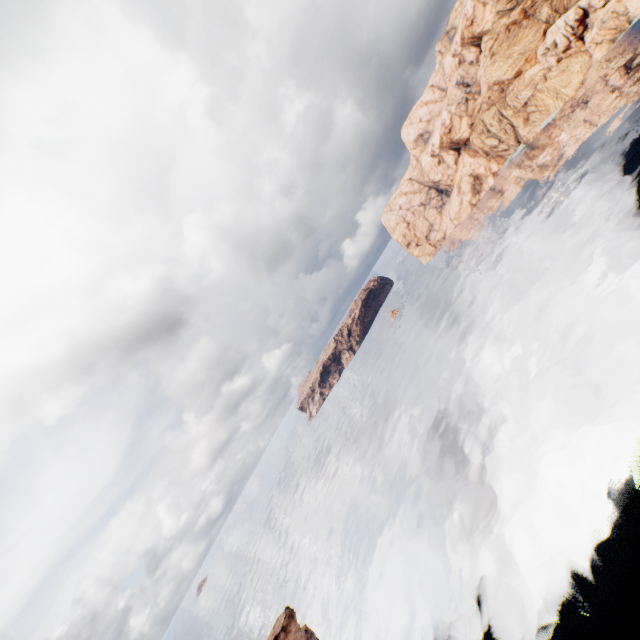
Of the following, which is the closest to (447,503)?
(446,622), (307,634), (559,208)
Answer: (446,622)
